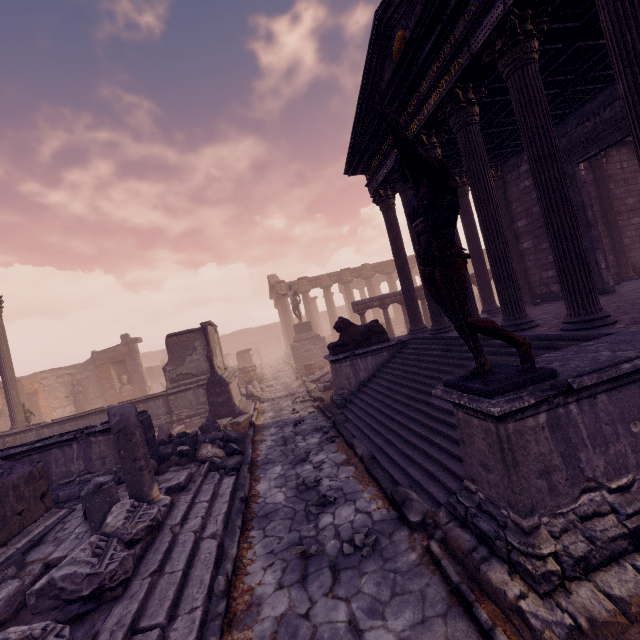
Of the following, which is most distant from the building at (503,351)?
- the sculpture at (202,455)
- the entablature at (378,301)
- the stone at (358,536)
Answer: the entablature at (378,301)

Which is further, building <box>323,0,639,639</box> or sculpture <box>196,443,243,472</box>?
sculpture <box>196,443,243,472</box>

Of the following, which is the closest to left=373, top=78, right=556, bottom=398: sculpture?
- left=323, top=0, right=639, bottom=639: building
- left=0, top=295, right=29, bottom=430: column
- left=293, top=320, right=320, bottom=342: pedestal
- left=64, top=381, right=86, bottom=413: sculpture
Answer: left=323, top=0, right=639, bottom=639: building

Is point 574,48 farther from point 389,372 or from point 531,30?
point 389,372

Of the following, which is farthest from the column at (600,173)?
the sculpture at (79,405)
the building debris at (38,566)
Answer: the sculpture at (79,405)

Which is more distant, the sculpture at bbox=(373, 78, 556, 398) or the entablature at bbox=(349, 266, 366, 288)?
the entablature at bbox=(349, 266, 366, 288)

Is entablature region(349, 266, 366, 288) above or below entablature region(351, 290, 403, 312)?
above

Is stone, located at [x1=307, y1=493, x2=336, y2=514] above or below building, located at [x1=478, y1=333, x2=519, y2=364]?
below
